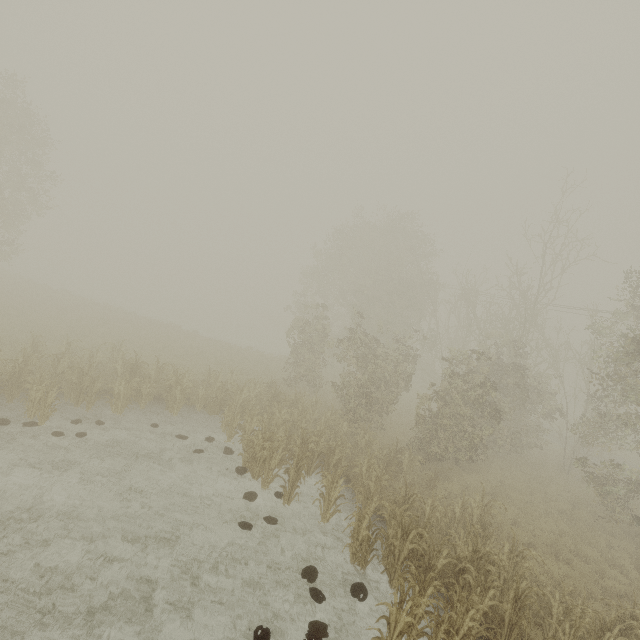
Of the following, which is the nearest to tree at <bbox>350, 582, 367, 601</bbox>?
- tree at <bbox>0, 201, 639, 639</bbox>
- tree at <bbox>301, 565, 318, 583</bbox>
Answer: tree at <bbox>301, 565, 318, 583</bbox>

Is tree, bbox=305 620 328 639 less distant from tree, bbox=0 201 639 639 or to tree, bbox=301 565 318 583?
tree, bbox=301 565 318 583

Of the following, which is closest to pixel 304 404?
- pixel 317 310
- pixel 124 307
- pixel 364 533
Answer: pixel 364 533

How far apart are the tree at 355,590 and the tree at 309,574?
0.82m

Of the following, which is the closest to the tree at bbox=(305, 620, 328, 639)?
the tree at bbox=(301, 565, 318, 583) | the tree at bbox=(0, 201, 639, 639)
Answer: the tree at bbox=(301, 565, 318, 583)

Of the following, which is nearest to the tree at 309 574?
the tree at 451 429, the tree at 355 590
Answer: the tree at 355 590

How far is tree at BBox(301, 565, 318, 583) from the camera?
7.4m

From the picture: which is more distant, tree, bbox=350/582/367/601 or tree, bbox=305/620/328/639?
tree, bbox=350/582/367/601
